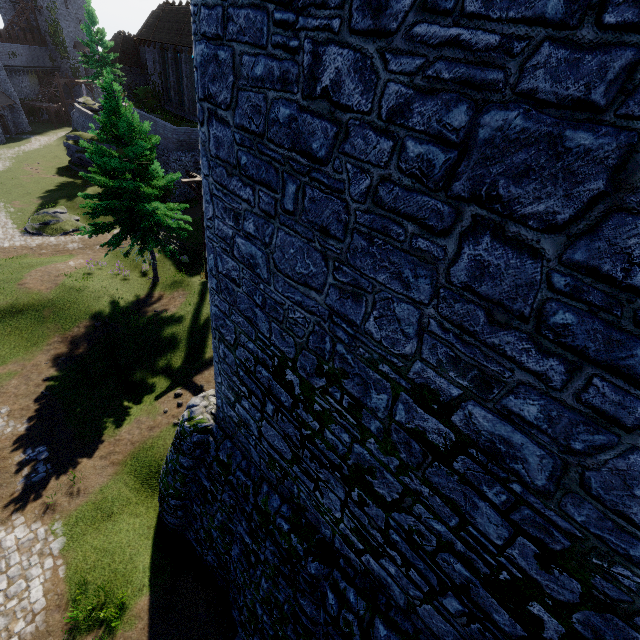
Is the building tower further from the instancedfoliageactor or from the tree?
A: the tree

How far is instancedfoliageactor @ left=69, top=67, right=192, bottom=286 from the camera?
15.4m

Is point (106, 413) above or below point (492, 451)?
below

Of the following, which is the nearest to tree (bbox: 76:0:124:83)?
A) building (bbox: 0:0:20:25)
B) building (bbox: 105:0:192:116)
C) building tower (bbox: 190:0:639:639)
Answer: building (bbox: 105:0:192:116)

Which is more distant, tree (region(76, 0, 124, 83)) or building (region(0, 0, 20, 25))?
building (region(0, 0, 20, 25))

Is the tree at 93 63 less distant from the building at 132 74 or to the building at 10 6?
the building at 132 74

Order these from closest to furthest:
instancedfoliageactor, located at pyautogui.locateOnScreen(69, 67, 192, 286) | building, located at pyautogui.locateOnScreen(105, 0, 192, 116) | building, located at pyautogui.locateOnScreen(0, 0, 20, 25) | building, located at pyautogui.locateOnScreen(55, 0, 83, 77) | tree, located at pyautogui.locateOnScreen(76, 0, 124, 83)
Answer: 1. instancedfoliageactor, located at pyautogui.locateOnScreen(69, 67, 192, 286)
2. building, located at pyautogui.locateOnScreen(105, 0, 192, 116)
3. tree, located at pyautogui.locateOnScreen(76, 0, 124, 83)
4. building, located at pyautogui.locateOnScreen(0, 0, 20, 25)
5. building, located at pyautogui.locateOnScreen(55, 0, 83, 77)

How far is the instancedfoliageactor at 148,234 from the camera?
15.4m
